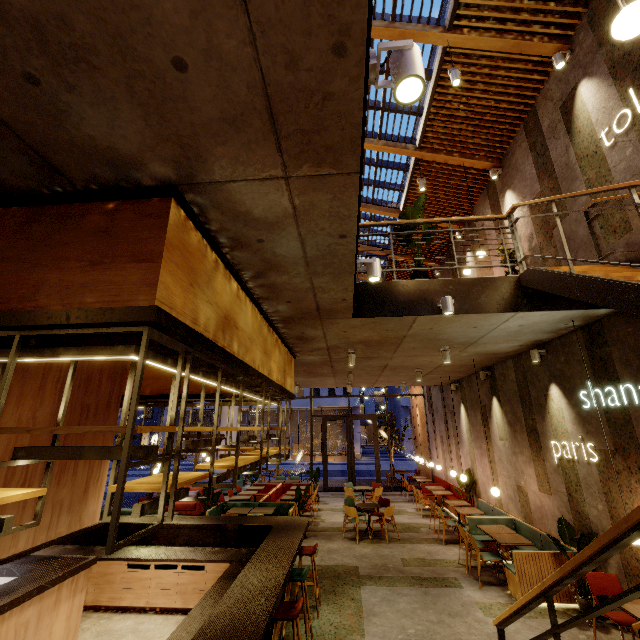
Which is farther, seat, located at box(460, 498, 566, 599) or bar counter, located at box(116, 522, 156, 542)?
bar counter, located at box(116, 522, 156, 542)

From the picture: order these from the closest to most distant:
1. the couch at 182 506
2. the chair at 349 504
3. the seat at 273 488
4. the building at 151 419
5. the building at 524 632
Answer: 1. the building at 524 632
2. the chair at 349 504
3. the seat at 273 488
4. the couch at 182 506
5. the building at 151 419

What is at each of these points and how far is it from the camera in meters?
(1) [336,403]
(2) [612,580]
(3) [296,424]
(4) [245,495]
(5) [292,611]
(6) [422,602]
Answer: (1) building, 40.5
(2) chair, 4.8
(3) building, 47.6
(4) table, 11.2
(5) chair, 3.8
(6) building, 5.7

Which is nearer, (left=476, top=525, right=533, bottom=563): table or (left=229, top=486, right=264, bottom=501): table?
(left=476, top=525, right=533, bottom=563): table

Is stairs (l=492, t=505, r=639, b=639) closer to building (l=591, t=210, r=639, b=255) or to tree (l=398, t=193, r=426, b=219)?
building (l=591, t=210, r=639, b=255)

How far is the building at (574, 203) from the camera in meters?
4.8

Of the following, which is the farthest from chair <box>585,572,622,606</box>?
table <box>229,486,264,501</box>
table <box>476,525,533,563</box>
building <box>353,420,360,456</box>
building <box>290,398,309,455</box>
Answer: building <box>353,420,360,456</box>

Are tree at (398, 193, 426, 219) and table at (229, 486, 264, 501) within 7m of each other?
no
